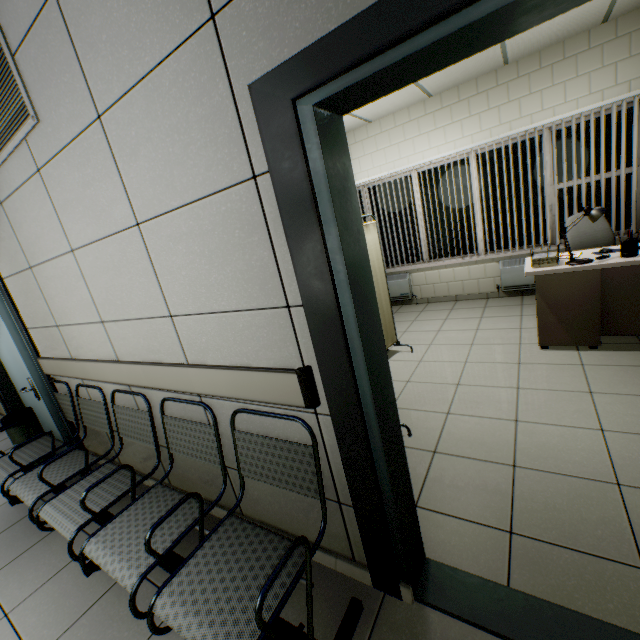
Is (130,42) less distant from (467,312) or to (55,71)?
(55,71)

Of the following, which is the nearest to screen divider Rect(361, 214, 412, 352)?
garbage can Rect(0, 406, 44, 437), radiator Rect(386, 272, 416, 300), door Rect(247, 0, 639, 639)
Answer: door Rect(247, 0, 639, 639)

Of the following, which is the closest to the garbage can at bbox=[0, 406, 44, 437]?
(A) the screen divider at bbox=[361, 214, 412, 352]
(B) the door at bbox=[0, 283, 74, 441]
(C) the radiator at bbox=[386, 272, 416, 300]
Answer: (B) the door at bbox=[0, 283, 74, 441]

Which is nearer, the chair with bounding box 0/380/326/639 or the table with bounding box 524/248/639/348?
the chair with bounding box 0/380/326/639

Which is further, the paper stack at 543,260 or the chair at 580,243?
the chair at 580,243

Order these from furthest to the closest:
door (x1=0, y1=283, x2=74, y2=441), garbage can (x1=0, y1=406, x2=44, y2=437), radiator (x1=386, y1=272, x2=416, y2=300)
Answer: radiator (x1=386, y1=272, x2=416, y2=300)
garbage can (x1=0, y1=406, x2=44, y2=437)
door (x1=0, y1=283, x2=74, y2=441)

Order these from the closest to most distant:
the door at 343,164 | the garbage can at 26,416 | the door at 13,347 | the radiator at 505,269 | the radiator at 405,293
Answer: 1. the door at 343,164
2. the door at 13,347
3. the garbage can at 26,416
4. the radiator at 505,269
5. the radiator at 405,293

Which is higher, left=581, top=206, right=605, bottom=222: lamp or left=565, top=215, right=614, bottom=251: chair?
left=581, top=206, right=605, bottom=222: lamp
